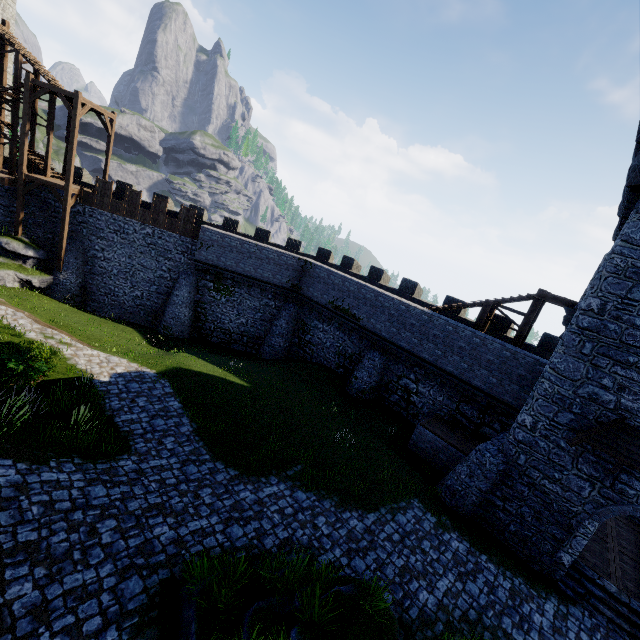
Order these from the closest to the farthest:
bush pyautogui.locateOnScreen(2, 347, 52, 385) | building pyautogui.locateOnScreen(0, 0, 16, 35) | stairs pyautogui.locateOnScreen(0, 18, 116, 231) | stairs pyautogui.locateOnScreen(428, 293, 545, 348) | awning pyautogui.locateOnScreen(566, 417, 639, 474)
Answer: awning pyautogui.locateOnScreen(566, 417, 639, 474), bush pyautogui.locateOnScreen(2, 347, 52, 385), stairs pyautogui.locateOnScreen(428, 293, 545, 348), stairs pyautogui.locateOnScreen(0, 18, 116, 231), building pyautogui.locateOnScreen(0, 0, 16, 35)

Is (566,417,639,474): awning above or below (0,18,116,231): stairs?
below

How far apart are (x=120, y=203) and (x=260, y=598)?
25.57m

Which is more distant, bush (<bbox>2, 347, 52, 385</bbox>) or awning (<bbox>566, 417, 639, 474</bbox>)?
bush (<bbox>2, 347, 52, 385</bbox>)

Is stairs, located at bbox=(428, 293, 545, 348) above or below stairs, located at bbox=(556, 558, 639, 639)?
above

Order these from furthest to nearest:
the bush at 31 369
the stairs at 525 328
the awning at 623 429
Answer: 1. the stairs at 525 328
2. the bush at 31 369
3. the awning at 623 429

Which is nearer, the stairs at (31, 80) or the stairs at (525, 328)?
the stairs at (525, 328)

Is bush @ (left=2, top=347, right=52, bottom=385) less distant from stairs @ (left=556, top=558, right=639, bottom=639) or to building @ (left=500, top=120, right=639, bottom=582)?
building @ (left=500, top=120, right=639, bottom=582)
